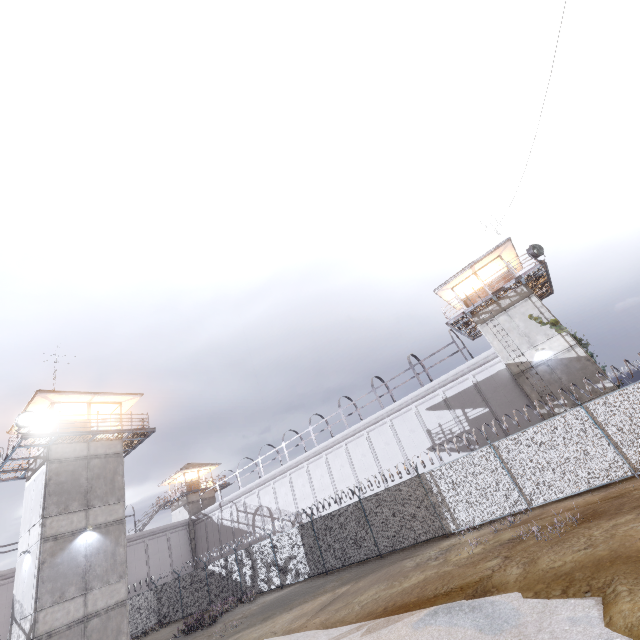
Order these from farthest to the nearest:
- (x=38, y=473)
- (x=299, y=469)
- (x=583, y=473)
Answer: (x=299, y=469) < (x=38, y=473) < (x=583, y=473)

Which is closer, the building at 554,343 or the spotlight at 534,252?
the building at 554,343

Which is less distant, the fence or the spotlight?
the fence

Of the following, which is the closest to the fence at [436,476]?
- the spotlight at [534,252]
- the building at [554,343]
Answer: the building at [554,343]

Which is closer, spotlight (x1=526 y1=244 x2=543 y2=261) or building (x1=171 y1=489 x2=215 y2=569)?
spotlight (x1=526 y1=244 x2=543 y2=261)

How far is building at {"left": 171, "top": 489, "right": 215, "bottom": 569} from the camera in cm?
3850

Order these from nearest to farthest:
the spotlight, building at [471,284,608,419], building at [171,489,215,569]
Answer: building at [471,284,608,419] → the spotlight → building at [171,489,215,569]

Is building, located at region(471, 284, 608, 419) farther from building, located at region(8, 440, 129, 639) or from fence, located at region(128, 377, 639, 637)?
building, located at region(8, 440, 129, 639)
